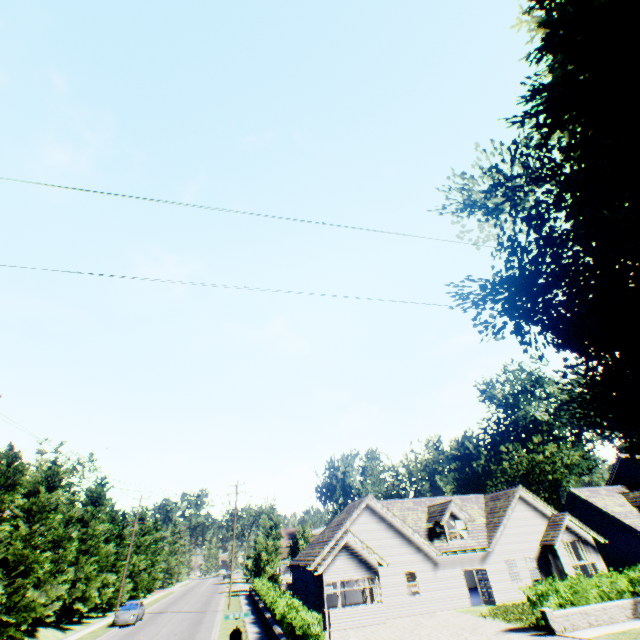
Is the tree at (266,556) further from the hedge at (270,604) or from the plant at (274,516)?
the hedge at (270,604)

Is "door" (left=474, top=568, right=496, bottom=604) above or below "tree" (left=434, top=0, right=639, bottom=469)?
below

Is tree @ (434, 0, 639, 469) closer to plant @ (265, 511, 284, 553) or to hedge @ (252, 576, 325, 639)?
plant @ (265, 511, 284, 553)

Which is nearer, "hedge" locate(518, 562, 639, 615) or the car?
"hedge" locate(518, 562, 639, 615)

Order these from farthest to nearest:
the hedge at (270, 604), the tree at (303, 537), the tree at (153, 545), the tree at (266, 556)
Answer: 1. the tree at (303, 537)
2. the tree at (266, 556)
3. the tree at (153, 545)
4. the hedge at (270, 604)

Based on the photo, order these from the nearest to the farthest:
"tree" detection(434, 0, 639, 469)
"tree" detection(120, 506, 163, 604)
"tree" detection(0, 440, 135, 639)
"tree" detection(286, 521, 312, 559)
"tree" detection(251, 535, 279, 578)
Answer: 1. "tree" detection(434, 0, 639, 469)
2. "tree" detection(0, 440, 135, 639)
3. "tree" detection(120, 506, 163, 604)
4. "tree" detection(251, 535, 279, 578)
5. "tree" detection(286, 521, 312, 559)

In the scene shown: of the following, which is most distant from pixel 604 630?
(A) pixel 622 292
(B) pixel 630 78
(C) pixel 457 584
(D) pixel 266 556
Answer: (D) pixel 266 556

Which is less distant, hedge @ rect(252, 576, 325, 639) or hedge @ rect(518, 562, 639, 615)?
hedge @ rect(252, 576, 325, 639)
